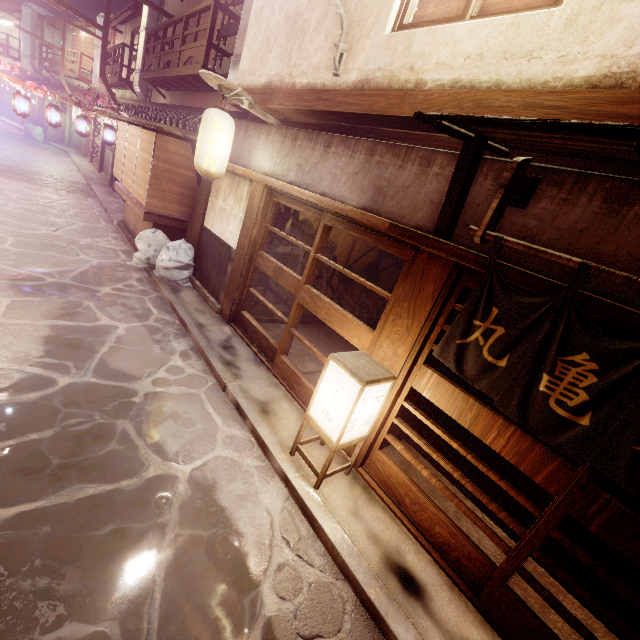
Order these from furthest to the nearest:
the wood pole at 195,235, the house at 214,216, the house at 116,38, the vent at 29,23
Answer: the vent at 29,23
the house at 116,38
the wood pole at 195,235
the house at 214,216

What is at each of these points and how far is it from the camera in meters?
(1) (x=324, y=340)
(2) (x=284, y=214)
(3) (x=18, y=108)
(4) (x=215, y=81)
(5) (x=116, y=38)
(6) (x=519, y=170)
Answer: (1) building, 14.1
(2) building, 11.8
(3) lantern, 19.7
(4) wood guard, 9.8
(5) house, 38.0
(6) wood base, 4.8

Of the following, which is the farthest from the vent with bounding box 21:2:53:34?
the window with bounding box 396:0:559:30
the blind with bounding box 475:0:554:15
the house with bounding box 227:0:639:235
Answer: the blind with bounding box 475:0:554:15

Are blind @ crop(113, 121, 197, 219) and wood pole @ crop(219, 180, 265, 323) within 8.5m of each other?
yes

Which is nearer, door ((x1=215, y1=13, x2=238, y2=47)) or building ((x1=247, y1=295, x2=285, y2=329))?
building ((x1=247, y1=295, x2=285, y2=329))

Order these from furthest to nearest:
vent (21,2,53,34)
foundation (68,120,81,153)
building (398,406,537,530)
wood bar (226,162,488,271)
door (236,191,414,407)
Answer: vent (21,2,53,34), foundation (68,120,81,153), building (398,406,537,530), door (236,191,414,407), wood bar (226,162,488,271)

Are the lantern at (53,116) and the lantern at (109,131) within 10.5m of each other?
yes

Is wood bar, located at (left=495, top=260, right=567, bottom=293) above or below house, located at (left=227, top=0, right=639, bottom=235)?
below
